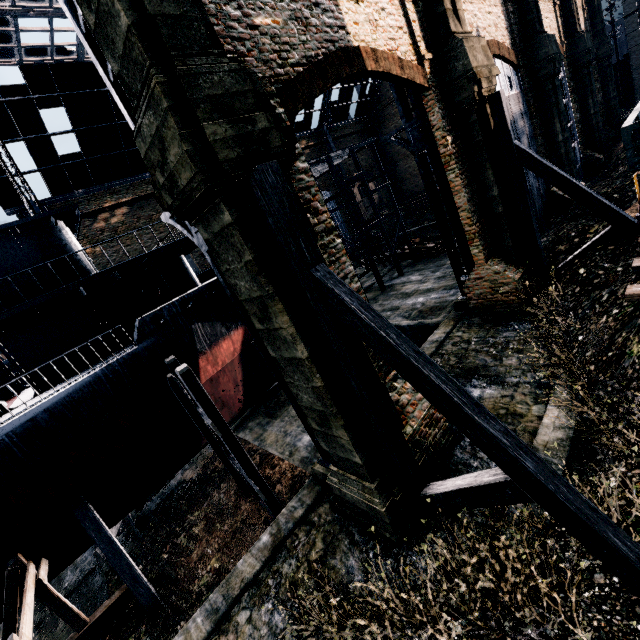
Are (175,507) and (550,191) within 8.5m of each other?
no

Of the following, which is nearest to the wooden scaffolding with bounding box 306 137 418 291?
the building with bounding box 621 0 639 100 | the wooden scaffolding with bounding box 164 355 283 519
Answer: the wooden scaffolding with bounding box 164 355 283 519

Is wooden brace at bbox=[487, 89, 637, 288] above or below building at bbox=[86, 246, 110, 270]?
below

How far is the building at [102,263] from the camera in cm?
2916

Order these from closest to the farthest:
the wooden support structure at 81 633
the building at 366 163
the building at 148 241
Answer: the wooden support structure at 81 633 < the building at 148 241 < the building at 366 163

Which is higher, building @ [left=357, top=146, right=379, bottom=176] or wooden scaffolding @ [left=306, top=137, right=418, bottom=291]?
building @ [left=357, top=146, right=379, bottom=176]

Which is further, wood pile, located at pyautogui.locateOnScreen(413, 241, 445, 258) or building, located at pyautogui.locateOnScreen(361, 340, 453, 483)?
wood pile, located at pyautogui.locateOnScreen(413, 241, 445, 258)

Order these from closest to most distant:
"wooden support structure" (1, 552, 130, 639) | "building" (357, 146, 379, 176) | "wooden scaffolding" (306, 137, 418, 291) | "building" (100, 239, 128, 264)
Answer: "wooden support structure" (1, 552, 130, 639), "wooden scaffolding" (306, 137, 418, 291), "building" (100, 239, 128, 264), "building" (357, 146, 379, 176)
